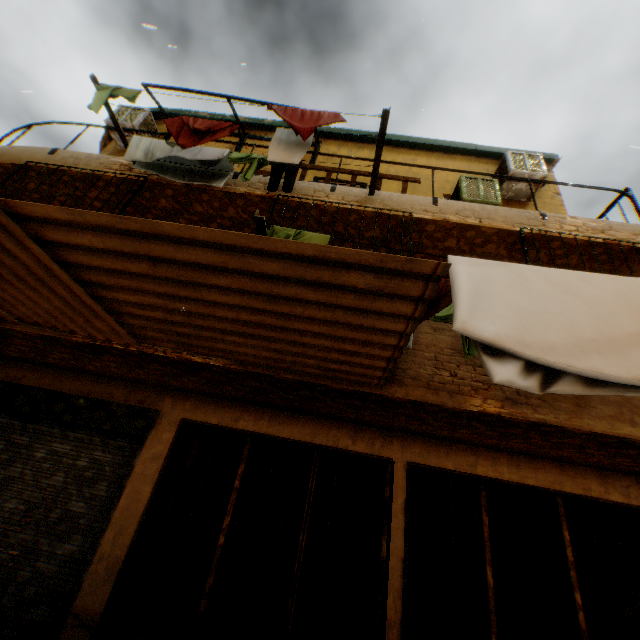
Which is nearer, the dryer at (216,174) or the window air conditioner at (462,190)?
the dryer at (216,174)

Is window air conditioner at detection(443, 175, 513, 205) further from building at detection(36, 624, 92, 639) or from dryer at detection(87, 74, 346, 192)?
dryer at detection(87, 74, 346, 192)

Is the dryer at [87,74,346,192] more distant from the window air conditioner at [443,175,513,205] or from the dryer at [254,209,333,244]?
the window air conditioner at [443,175,513,205]

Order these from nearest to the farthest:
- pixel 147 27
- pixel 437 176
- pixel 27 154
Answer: pixel 147 27 < pixel 27 154 < pixel 437 176

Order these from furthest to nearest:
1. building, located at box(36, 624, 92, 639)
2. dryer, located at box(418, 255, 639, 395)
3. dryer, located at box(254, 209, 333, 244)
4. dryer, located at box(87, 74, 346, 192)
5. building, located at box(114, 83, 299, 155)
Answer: building, located at box(114, 83, 299, 155)
dryer, located at box(87, 74, 346, 192)
building, located at box(36, 624, 92, 639)
dryer, located at box(254, 209, 333, 244)
dryer, located at box(418, 255, 639, 395)

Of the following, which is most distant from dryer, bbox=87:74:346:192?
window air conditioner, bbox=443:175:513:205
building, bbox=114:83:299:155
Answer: window air conditioner, bbox=443:175:513:205

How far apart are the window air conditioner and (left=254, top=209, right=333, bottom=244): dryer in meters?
3.4 m

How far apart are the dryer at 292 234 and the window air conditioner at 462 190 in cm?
344
